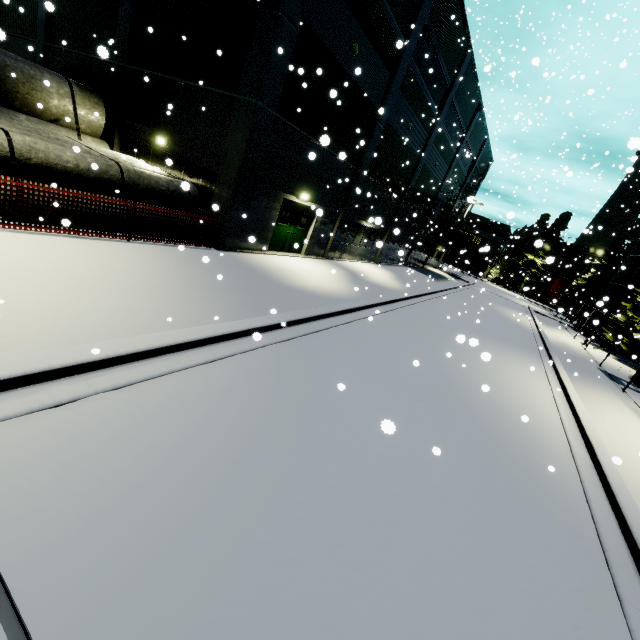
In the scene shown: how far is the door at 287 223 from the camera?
14.6m

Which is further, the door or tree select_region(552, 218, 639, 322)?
tree select_region(552, 218, 639, 322)

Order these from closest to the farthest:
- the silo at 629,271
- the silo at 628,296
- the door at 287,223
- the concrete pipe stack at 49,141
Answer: the concrete pipe stack at 49,141
the door at 287,223
the silo at 628,296
the silo at 629,271

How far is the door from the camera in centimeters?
1462cm

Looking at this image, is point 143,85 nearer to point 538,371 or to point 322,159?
point 322,159

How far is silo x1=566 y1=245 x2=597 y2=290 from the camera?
57.24m

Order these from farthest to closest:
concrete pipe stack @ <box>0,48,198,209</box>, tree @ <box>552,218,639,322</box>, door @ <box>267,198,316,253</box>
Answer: tree @ <box>552,218,639,322</box> → door @ <box>267,198,316,253</box> → concrete pipe stack @ <box>0,48,198,209</box>

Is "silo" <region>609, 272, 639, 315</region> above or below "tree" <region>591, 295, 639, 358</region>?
above
